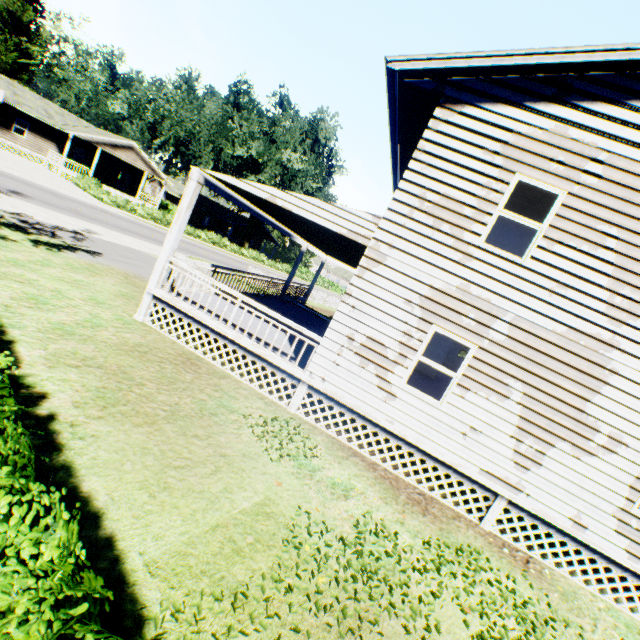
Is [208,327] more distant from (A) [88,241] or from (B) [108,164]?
(B) [108,164]

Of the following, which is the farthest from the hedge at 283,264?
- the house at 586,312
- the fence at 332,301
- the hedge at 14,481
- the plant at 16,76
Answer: the hedge at 14,481

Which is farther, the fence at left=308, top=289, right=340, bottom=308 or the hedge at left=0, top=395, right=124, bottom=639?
the fence at left=308, top=289, right=340, bottom=308

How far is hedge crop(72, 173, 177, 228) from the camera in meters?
29.6 m

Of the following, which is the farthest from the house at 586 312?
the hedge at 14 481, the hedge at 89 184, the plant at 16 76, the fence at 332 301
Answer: the hedge at 89 184

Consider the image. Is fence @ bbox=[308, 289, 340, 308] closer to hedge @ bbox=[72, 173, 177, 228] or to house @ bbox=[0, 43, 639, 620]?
house @ bbox=[0, 43, 639, 620]

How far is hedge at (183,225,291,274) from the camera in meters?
37.0 m

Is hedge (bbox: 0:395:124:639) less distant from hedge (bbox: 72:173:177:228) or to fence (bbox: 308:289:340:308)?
fence (bbox: 308:289:340:308)
